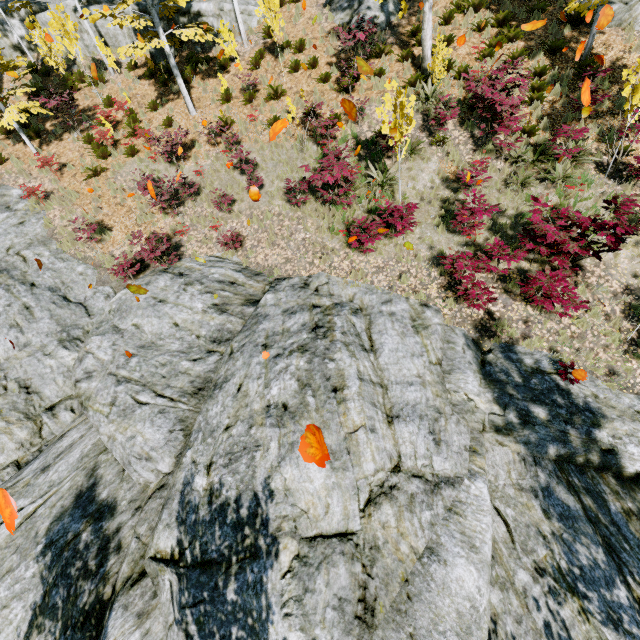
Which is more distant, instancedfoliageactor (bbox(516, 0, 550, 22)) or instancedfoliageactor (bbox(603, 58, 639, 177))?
instancedfoliageactor (bbox(516, 0, 550, 22))

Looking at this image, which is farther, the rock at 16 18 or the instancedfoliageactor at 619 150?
the rock at 16 18

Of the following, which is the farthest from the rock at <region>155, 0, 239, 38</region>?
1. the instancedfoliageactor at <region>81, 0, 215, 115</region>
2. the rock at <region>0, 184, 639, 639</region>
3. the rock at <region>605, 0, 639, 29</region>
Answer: the rock at <region>605, 0, 639, 29</region>

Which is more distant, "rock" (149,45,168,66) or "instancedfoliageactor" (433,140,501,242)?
"rock" (149,45,168,66)

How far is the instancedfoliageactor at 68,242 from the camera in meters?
11.4

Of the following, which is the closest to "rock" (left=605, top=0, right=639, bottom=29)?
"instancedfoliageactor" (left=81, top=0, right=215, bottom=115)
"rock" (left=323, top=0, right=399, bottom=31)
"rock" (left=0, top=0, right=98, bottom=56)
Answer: "instancedfoliageactor" (left=81, top=0, right=215, bottom=115)

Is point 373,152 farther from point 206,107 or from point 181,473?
point 181,473

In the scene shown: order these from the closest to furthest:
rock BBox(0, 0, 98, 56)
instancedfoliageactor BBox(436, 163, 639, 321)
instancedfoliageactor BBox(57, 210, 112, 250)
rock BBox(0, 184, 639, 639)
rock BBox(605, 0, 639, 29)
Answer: rock BBox(0, 184, 639, 639)
instancedfoliageactor BBox(436, 163, 639, 321)
rock BBox(605, 0, 639, 29)
instancedfoliageactor BBox(57, 210, 112, 250)
rock BBox(0, 0, 98, 56)
